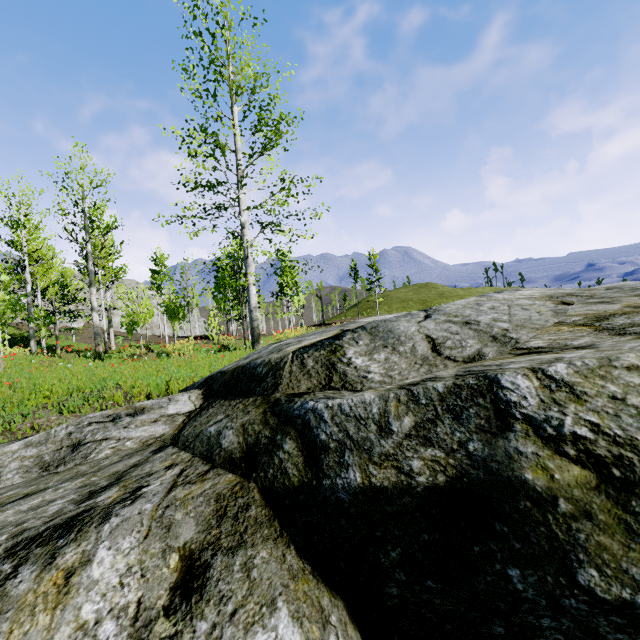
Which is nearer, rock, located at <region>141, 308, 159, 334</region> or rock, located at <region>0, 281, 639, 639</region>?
rock, located at <region>0, 281, 639, 639</region>

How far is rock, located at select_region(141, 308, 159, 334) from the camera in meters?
53.4 m

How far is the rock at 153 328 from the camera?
53.44m

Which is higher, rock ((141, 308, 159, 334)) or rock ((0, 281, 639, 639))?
rock ((141, 308, 159, 334))

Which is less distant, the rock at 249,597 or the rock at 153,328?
the rock at 249,597

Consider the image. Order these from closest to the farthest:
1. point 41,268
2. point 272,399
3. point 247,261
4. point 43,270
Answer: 1. point 272,399
2. point 247,261
3. point 41,268
4. point 43,270
